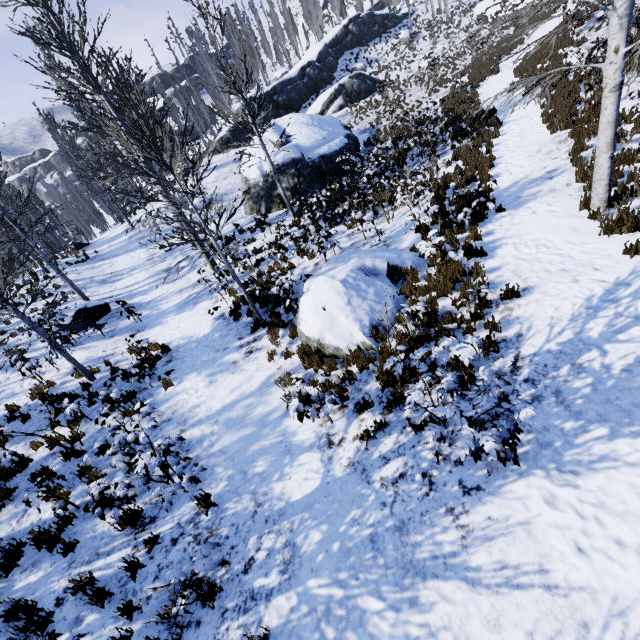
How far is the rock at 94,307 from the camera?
13.4 meters

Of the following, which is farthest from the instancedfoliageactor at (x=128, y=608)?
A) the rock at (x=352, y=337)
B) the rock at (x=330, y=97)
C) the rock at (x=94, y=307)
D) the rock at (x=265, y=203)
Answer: the rock at (x=352, y=337)

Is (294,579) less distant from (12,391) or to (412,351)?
(412,351)

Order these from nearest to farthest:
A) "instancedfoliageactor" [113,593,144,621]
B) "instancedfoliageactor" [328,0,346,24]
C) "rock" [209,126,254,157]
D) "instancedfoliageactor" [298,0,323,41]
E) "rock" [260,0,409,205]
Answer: "instancedfoliageactor" [113,593,144,621], "rock" [260,0,409,205], "rock" [209,126,254,157], "instancedfoliageactor" [298,0,323,41], "instancedfoliageactor" [328,0,346,24]

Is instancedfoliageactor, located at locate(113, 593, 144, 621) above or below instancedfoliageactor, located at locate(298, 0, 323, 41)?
below

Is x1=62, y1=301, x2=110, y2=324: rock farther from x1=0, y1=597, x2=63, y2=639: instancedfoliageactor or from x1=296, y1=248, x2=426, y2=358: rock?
x1=296, y1=248, x2=426, y2=358: rock

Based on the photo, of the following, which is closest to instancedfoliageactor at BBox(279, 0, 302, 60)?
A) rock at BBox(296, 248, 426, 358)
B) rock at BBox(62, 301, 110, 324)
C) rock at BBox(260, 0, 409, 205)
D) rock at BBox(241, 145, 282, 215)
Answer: rock at BBox(260, 0, 409, 205)
